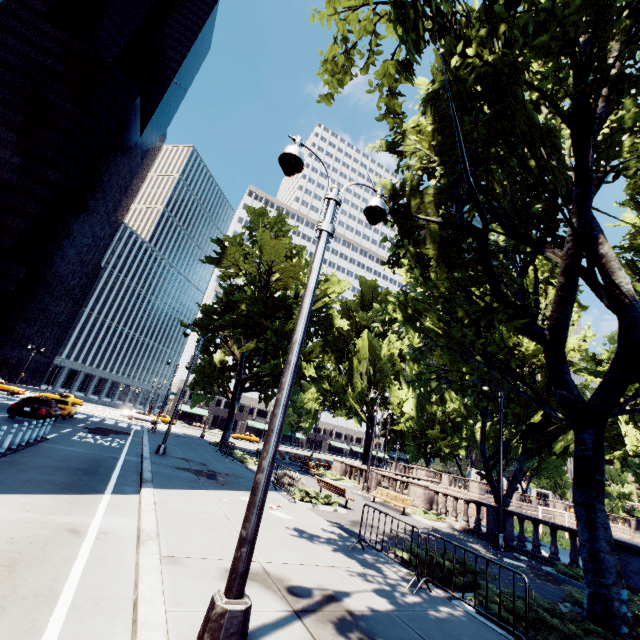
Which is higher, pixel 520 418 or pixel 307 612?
pixel 520 418

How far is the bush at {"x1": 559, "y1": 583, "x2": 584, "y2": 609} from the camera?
8.00m

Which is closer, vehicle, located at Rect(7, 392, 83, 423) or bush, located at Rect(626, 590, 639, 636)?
bush, located at Rect(626, 590, 639, 636)

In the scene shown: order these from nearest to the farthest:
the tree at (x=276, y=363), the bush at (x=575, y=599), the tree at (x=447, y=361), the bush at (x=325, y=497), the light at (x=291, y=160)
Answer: the light at (x=291, y=160)
the tree at (x=447, y=361)
the bush at (x=575, y=599)
the bush at (x=325, y=497)
the tree at (x=276, y=363)

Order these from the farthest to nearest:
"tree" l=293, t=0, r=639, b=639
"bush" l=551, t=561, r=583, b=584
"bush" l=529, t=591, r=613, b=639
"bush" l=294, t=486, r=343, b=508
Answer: "bush" l=294, t=486, r=343, b=508
"bush" l=551, t=561, r=583, b=584
"tree" l=293, t=0, r=639, b=639
"bush" l=529, t=591, r=613, b=639

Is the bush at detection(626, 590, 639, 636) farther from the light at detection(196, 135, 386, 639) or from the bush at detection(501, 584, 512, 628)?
the light at detection(196, 135, 386, 639)

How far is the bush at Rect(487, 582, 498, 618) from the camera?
6.0 meters

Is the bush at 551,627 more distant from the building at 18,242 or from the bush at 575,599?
the building at 18,242
